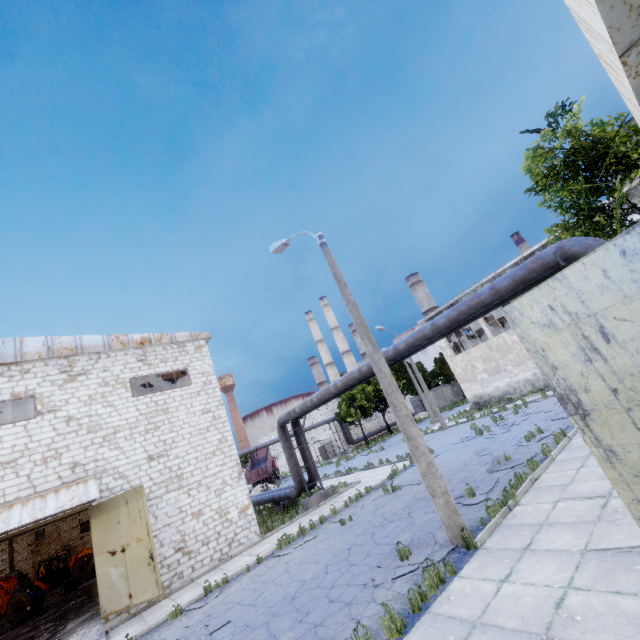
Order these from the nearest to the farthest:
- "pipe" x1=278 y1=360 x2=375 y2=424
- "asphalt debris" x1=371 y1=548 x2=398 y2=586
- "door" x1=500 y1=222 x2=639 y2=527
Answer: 1. "door" x1=500 y1=222 x2=639 y2=527
2. "asphalt debris" x1=371 y1=548 x2=398 y2=586
3. "pipe" x1=278 y1=360 x2=375 y2=424

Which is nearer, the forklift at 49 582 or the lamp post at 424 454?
the lamp post at 424 454

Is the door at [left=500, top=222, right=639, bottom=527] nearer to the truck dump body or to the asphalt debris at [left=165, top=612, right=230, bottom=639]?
the asphalt debris at [left=165, top=612, right=230, bottom=639]

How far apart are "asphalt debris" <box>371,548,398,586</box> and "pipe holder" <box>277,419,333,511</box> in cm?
1027

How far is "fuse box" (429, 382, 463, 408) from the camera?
52.0 meters

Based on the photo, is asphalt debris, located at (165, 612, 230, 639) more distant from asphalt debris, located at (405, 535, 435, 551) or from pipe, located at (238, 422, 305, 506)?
pipe, located at (238, 422, 305, 506)

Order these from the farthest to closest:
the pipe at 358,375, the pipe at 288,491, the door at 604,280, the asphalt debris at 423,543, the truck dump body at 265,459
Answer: the truck dump body at 265,459 < the pipe at 288,491 < the pipe at 358,375 < the asphalt debris at 423,543 < the door at 604,280

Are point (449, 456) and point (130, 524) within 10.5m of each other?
no
